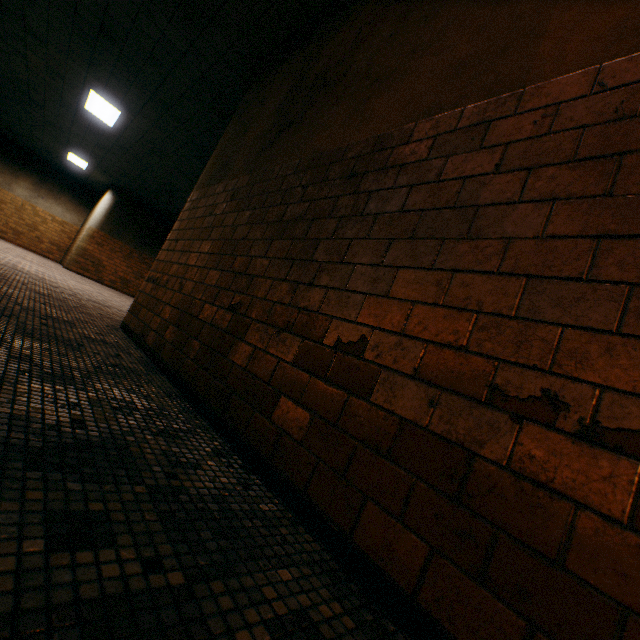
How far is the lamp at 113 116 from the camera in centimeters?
714cm

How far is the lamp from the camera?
7.1m

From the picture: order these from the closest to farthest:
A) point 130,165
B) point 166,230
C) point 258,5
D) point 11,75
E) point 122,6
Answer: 1. point 258,5
2. point 122,6
3. point 11,75
4. point 130,165
5. point 166,230
